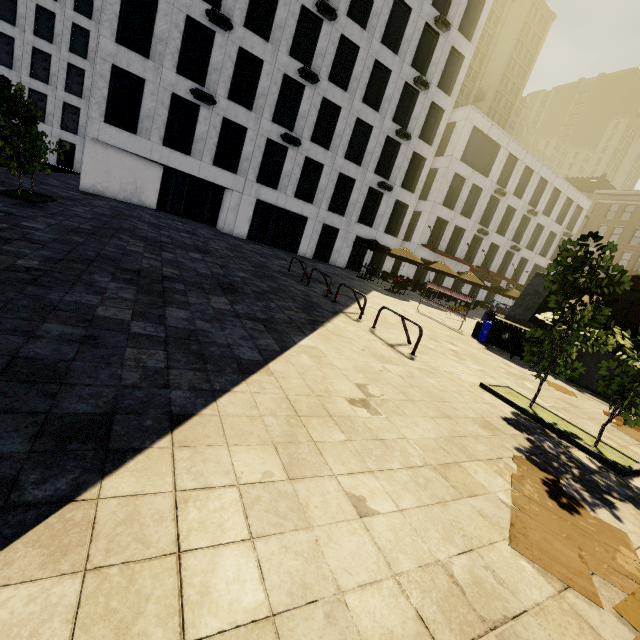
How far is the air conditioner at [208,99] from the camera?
18.5 meters

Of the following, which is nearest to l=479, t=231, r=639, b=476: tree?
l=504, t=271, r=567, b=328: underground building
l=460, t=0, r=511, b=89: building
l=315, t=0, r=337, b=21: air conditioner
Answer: l=504, t=271, r=567, b=328: underground building

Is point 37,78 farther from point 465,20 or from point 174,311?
point 174,311

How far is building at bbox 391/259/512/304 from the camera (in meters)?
31.09

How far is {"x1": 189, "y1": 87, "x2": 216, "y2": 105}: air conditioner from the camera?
18.55m

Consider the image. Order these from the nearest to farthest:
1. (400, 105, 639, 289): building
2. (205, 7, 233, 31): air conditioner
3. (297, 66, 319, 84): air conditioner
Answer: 1. (205, 7, 233, 31): air conditioner
2. (297, 66, 319, 84): air conditioner
3. (400, 105, 639, 289): building

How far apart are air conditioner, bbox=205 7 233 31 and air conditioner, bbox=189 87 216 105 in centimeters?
347cm

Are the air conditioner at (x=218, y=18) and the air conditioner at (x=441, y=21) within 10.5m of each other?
no
